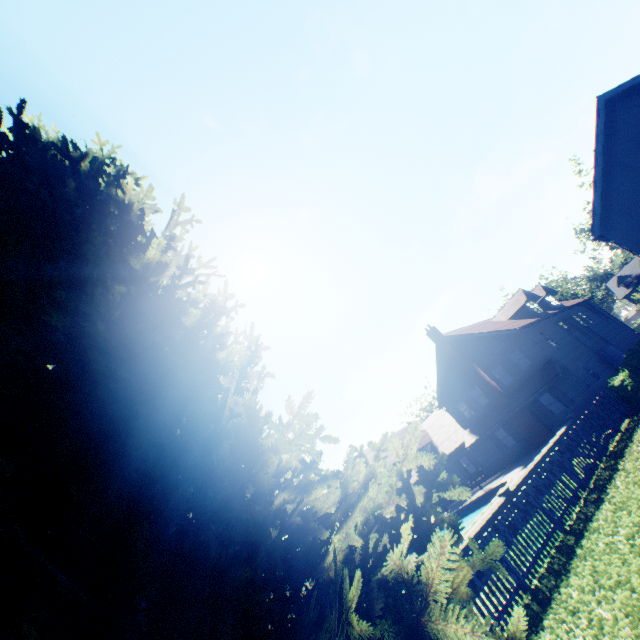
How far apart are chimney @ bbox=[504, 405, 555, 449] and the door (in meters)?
8.13

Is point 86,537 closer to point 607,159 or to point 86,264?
point 86,264

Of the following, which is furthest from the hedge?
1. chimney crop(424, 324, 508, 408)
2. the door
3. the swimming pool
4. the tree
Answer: the tree

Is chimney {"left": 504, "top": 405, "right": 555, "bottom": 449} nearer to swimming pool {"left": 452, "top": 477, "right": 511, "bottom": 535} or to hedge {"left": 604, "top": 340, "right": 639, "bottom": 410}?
swimming pool {"left": 452, "top": 477, "right": 511, "bottom": 535}

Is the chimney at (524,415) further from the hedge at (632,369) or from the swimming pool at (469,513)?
the hedge at (632,369)

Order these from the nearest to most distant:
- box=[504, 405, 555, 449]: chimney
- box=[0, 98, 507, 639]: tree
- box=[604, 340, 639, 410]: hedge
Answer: box=[0, 98, 507, 639]: tree
box=[604, 340, 639, 410]: hedge
box=[504, 405, 555, 449]: chimney

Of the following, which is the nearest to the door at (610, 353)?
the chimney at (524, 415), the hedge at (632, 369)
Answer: the hedge at (632, 369)

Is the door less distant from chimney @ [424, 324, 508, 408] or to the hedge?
the hedge
